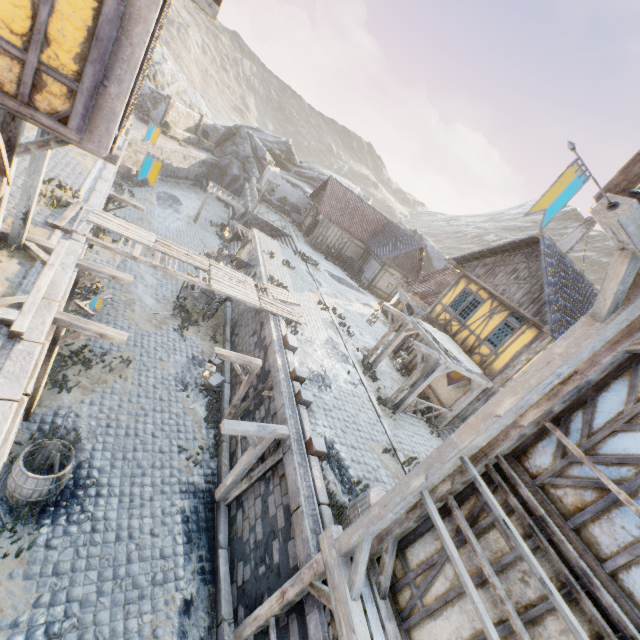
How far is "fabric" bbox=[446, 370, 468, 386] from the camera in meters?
14.3 m

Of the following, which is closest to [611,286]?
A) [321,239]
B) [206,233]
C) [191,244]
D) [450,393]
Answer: [450,393]

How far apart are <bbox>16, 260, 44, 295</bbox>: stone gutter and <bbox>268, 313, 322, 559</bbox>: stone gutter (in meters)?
6.29

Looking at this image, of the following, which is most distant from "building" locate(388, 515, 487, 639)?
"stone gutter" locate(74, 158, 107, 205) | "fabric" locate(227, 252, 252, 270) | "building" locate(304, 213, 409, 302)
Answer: "building" locate(304, 213, 409, 302)

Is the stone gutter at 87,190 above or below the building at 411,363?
below

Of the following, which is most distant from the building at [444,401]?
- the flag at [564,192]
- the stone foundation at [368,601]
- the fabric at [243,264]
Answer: the flag at [564,192]

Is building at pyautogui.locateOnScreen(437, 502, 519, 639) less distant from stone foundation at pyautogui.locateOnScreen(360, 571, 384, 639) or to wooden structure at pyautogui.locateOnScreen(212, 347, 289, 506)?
stone foundation at pyautogui.locateOnScreen(360, 571, 384, 639)

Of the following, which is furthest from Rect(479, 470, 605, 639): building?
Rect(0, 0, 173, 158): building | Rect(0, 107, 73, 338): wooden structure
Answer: Rect(0, 0, 173, 158): building
